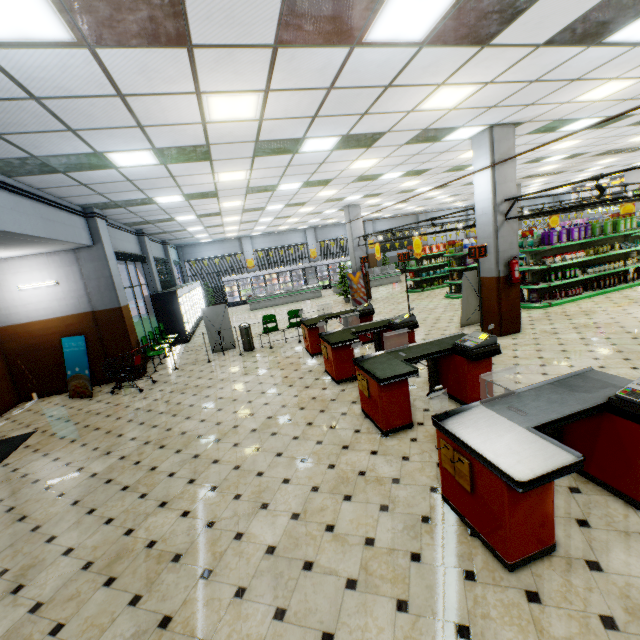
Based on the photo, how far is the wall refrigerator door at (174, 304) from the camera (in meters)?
13.23

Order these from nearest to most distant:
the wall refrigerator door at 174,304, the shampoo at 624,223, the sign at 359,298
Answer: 1. the shampoo at 624,223
2. the wall refrigerator door at 174,304
3. the sign at 359,298

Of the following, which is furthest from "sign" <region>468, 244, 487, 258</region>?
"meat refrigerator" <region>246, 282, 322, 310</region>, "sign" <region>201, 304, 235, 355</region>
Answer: "meat refrigerator" <region>246, 282, 322, 310</region>

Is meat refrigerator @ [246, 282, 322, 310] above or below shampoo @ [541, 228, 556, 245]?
below

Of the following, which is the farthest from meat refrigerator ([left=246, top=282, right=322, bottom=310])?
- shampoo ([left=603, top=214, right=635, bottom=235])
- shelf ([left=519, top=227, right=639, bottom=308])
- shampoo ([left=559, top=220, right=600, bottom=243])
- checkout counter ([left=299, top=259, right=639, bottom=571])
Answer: shampoo ([left=603, top=214, right=635, bottom=235])

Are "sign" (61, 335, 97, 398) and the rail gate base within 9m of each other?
yes

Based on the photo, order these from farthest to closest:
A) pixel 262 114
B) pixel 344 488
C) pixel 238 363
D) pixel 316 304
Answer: pixel 316 304 → pixel 238 363 → pixel 262 114 → pixel 344 488

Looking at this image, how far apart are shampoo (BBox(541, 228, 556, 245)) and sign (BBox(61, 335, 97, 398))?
13.9m
